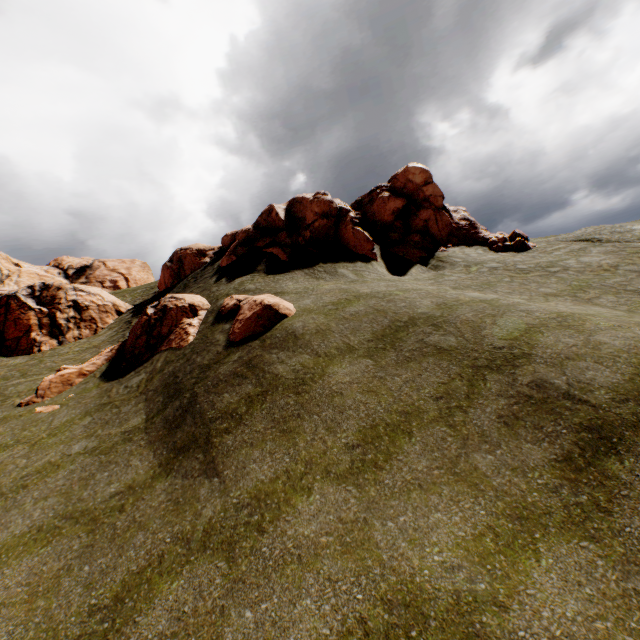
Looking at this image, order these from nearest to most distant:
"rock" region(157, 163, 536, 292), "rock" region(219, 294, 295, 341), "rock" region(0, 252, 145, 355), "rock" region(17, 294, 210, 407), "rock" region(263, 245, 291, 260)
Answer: "rock" region(219, 294, 295, 341), "rock" region(17, 294, 210, 407), "rock" region(263, 245, 291, 260), "rock" region(157, 163, 536, 292), "rock" region(0, 252, 145, 355)

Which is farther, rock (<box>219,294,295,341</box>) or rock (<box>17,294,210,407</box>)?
rock (<box>17,294,210,407</box>)

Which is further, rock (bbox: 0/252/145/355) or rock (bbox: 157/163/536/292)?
rock (bbox: 0/252/145/355)

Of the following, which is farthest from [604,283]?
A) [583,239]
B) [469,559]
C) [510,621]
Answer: [583,239]

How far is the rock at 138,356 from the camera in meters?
16.5 m

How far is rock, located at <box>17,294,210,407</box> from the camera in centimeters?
1653cm

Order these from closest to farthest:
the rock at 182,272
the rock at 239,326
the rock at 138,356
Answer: the rock at 239,326, the rock at 138,356, the rock at 182,272
